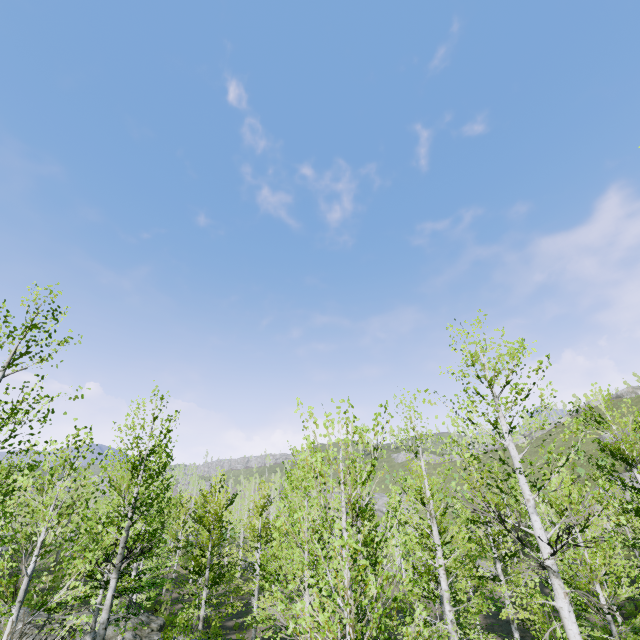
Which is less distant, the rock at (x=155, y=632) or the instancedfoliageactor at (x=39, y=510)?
the instancedfoliageactor at (x=39, y=510)

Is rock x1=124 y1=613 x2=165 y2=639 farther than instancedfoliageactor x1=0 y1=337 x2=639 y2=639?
Yes

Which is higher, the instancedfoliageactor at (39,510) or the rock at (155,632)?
the instancedfoliageactor at (39,510)

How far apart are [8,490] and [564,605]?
13.16m

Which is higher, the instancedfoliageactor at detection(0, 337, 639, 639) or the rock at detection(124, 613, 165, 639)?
the instancedfoliageactor at detection(0, 337, 639, 639)
